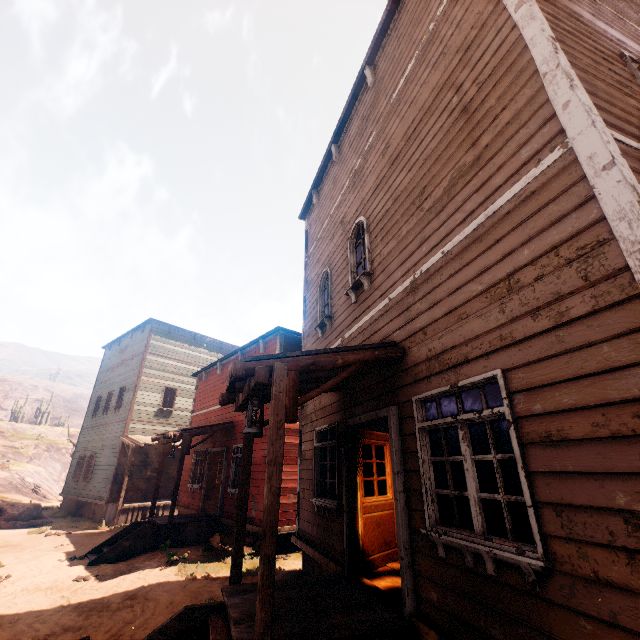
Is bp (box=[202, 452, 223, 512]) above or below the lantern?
below

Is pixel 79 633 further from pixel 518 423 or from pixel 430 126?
pixel 430 126

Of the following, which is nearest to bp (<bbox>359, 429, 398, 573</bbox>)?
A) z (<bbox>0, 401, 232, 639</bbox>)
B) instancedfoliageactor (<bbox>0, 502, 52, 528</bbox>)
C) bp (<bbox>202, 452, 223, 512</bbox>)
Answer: z (<bbox>0, 401, 232, 639</bbox>)

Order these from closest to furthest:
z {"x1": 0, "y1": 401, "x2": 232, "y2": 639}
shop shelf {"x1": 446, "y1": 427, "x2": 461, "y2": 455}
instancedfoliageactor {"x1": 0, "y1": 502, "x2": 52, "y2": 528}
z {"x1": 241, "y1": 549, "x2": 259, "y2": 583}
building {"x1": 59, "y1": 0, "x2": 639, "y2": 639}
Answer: building {"x1": 59, "y1": 0, "x2": 639, "y2": 639}
z {"x1": 0, "y1": 401, "x2": 232, "y2": 639}
z {"x1": 241, "y1": 549, "x2": 259, "y2": 583}
shop shelf {"x1": 446, "y1": 427, "x2": 461, "y2": 455}
instancedfoliageactor {"x1": 0, "y1": 502, "x2": 52, "y2": 528}

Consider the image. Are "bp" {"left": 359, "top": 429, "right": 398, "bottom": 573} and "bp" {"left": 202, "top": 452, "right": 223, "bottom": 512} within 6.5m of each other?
no

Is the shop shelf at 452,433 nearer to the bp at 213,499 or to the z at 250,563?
the z at 250,563

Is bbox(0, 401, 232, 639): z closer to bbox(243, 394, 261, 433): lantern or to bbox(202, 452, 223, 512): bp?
bbox(202, 452, 223, 512): bp

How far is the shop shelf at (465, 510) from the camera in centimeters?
869cm
